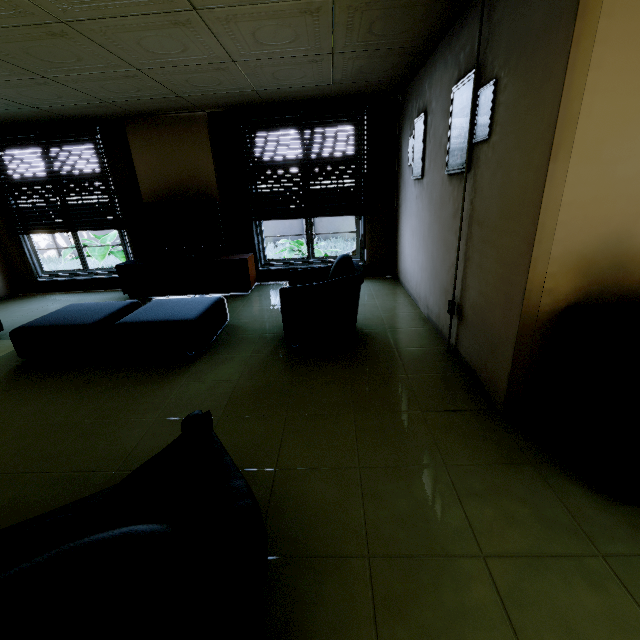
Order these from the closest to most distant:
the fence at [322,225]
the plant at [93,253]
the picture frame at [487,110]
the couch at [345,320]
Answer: the picture frame at [487,110]
the couch at [345,320]
the plant at [93,253]
the fence at [322,225]

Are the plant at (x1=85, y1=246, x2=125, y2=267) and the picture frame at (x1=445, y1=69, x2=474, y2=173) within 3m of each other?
no

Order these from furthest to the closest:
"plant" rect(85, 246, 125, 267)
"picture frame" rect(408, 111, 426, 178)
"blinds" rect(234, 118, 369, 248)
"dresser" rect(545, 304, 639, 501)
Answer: "plant" rect(85, 246, 125, 267) < "blinds" rect(234, 118, 369, 248) < "picture frame" rect(408, 111, 426, 178) < "dresser" rect(545, 304, 639, 501)

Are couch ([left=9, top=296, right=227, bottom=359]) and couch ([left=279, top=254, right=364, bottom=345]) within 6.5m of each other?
yes

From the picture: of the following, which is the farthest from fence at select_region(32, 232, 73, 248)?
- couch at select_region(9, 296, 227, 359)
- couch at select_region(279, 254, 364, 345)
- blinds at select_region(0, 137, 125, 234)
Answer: couch at select_region(279, 254, 364, 345)

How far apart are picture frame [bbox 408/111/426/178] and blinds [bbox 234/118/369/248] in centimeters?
93cm

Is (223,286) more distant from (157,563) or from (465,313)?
(157,563)

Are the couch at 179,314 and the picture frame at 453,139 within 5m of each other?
yes
